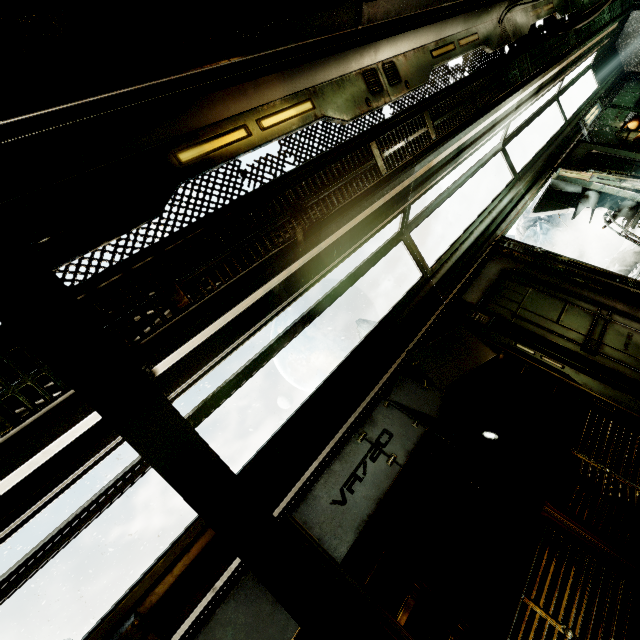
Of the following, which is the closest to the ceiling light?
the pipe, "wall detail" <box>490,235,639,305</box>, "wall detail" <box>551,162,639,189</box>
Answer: the pipe

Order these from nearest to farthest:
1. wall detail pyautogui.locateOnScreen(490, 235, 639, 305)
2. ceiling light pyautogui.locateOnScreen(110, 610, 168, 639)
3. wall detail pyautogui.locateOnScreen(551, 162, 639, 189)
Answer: ceiling light pyautogui.locateOnScreen(110, 610, 168, 639) → wall detail pyautogui.locateOnScreen(490, 235, 639, 305) → wall detail pyautogui.locateOnScreen(551, 162, 639, 189)

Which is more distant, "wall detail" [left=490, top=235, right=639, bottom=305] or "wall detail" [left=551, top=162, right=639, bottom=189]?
"wall detail" [left=551, top=162, right=639, bottom=189]

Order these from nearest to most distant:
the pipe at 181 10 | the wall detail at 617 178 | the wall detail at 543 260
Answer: the pipe at 181 10, the wall detail at 543 260, the wall detail at 617 178

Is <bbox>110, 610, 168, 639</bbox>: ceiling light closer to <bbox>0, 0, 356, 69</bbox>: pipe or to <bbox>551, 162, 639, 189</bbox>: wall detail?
<bbox>0, 0, 356, 69</bbox>: pipe

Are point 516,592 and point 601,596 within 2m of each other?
yes

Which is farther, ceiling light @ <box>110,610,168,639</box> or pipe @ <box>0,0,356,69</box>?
ceiling light @ <box>110,610,168,639</box>

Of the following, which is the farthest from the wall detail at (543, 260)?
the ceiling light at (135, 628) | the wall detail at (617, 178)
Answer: the ceiling light at (135, 628)
